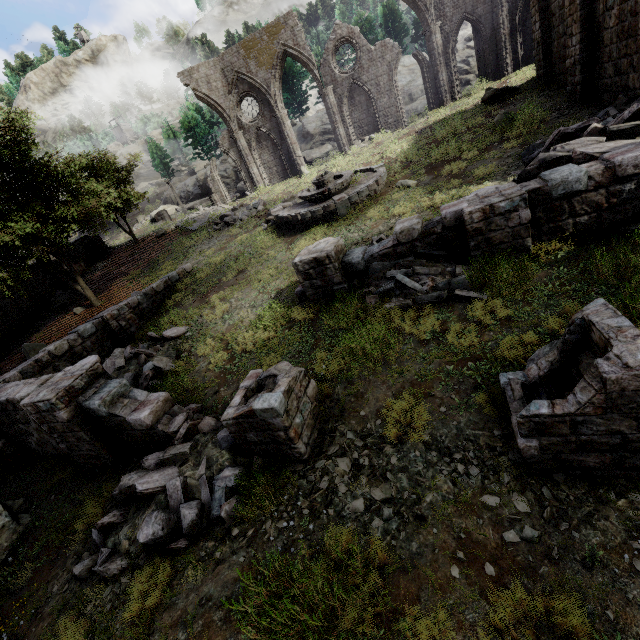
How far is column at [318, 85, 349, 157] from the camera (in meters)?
23.94

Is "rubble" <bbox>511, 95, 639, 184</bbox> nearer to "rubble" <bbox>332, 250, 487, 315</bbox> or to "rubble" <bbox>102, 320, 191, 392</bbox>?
"rubble" <bbox>332, 250, 487, 315</bbox>

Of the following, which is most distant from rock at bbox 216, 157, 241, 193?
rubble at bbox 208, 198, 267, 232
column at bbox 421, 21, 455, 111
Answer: rubble at bbox 208, 198, 267, 232

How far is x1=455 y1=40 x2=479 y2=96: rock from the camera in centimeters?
2688cm

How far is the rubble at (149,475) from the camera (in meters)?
5.30

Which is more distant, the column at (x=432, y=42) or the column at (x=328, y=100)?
the column at (x=328, y=100)

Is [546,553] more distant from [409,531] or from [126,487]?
[126,487]

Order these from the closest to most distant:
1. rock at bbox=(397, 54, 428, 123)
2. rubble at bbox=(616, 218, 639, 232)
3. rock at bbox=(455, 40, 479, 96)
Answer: rubble at bbox=(616, 218, 639, 232), rock at bbox=(455, 40, 479, 96), rock at bbox=(397, 54, 428, 123)
